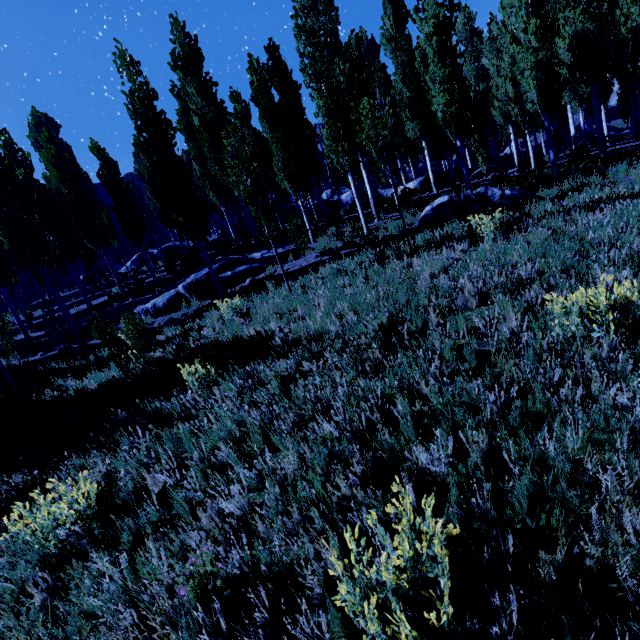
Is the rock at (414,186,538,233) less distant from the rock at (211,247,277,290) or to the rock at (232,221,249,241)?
the rock at (211,247,277,290)

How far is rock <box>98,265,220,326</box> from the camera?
13.7m

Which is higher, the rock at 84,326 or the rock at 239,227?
the rock at 239,227

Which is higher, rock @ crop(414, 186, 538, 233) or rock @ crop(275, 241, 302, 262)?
rock @ crop(275, 241, 302, 262)

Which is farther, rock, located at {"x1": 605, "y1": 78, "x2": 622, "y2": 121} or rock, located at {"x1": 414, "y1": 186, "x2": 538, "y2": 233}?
rock, located at {"x1": 605, "y1": 78, "x2": 622, "y2": 121}

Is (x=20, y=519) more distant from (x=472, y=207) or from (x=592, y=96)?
(x=592, y=96)

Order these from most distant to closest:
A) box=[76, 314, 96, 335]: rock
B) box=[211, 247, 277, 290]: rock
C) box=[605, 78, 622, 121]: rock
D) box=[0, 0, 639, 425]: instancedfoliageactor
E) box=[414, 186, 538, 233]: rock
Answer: box=[605, 78, 622, 121]: rock
box=[76, 314, 96, 335]: rock
box=[211, 247, 277, 290]: rock
box=[414, 186, 538, 233]: rock
box=[0, 0, 639, 425]: instancedfoliageactor

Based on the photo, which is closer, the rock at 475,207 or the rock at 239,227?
→ the rock at 475,207
